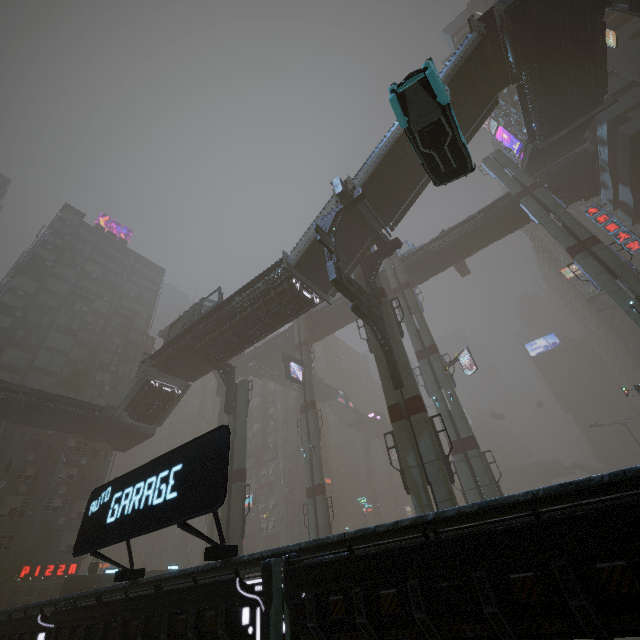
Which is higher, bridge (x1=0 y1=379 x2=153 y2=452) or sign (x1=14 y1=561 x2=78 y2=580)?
bridge (x1=0 y1=379 x2=153 y2=452)

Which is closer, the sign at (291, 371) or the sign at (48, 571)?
the sign at (48, 571)

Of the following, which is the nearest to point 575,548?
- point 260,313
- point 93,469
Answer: point 260,313

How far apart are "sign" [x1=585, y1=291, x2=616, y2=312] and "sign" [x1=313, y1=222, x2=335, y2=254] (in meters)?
52.08

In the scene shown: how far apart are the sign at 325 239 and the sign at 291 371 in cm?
2031

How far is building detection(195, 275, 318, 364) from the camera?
24.1 meters

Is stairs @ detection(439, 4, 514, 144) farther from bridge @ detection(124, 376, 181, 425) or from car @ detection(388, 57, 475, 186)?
bridge @ detection(124, 376, 181, 425)

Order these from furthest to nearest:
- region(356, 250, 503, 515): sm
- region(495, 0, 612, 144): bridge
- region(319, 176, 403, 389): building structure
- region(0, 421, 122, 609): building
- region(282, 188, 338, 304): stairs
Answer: region(0, 421, 122, 609): building
region(282, 188, 338, 304): stairs
region(495, 0, 612, 144): bridge
region(319, 176, 403, 389): building structure
region(356, 250, 503, 515): sm
